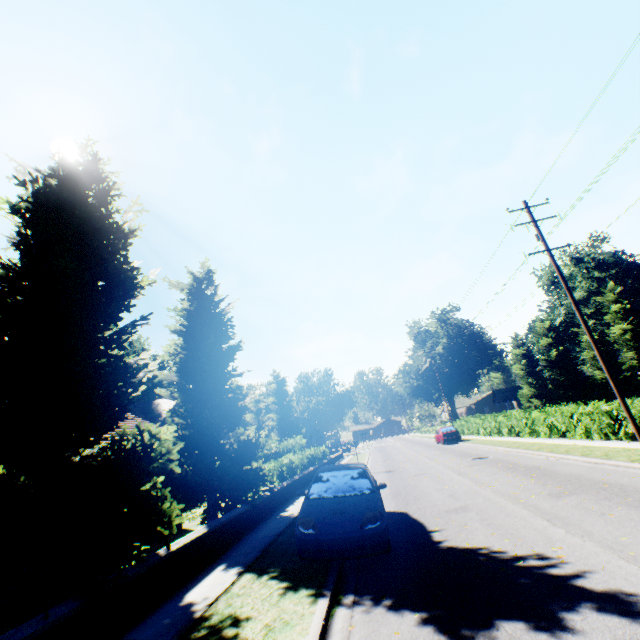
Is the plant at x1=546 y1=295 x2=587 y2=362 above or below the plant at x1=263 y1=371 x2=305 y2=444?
above

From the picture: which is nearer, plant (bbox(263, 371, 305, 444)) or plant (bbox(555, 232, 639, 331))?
plant (bbox(555, 232, 639, 331))

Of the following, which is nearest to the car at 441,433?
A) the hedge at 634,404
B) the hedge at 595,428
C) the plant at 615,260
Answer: the hedge at 595,428

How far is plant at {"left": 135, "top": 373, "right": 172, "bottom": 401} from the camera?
50.53m

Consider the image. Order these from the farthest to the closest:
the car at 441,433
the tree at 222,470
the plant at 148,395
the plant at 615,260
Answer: the plant at 615,260 < the plant at 148,395 < the car at 441,433 < the tree at 222,470

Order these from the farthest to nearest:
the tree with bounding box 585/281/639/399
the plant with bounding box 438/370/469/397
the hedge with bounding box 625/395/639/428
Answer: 1. the plant with bounding box 438/370/469/397
2. the tree with bounding box 585/281/639/399
3. the hedge with bounding box 625/395/639/428

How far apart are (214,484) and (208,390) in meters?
3.3

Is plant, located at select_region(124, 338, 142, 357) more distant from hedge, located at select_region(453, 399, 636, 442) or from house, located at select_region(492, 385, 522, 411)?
house, located at select_region(492, 385, 522, 411)
